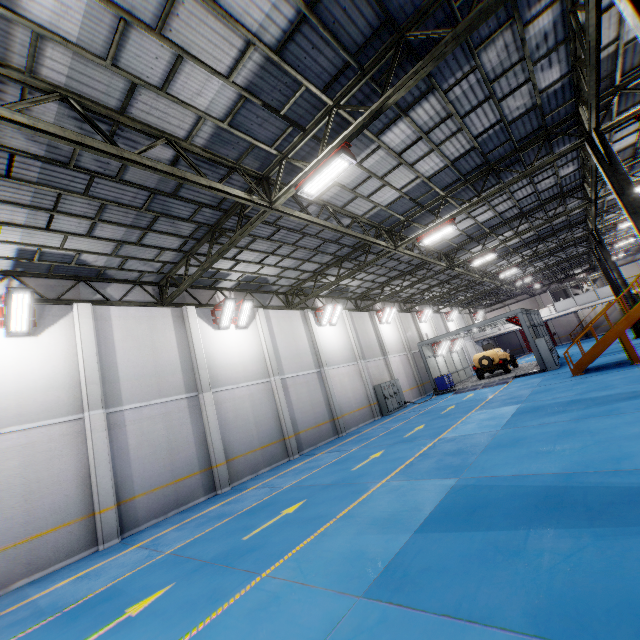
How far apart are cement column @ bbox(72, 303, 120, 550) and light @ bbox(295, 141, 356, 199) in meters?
8.8 m

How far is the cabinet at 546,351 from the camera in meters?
21.1

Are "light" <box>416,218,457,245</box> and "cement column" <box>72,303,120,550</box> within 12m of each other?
no

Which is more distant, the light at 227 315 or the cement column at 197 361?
the light at 227 315

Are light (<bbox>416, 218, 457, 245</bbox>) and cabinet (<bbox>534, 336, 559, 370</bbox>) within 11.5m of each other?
no

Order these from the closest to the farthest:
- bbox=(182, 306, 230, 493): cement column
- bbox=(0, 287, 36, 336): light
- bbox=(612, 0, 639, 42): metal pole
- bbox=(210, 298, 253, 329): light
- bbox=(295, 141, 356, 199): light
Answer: bbox=(612, 0, 639, 42): metal pole, bbox=(295, 141, 356, 199): light, bbox=(0, 287, 36, 336): light, bbox=(182, 306, 230, 493): cement column, bbox=(210, 298, 253, 329): light

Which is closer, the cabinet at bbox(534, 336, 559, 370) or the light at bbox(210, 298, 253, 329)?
the light at bbox(210, 298, 253, 329)

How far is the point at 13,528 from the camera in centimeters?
863cm
